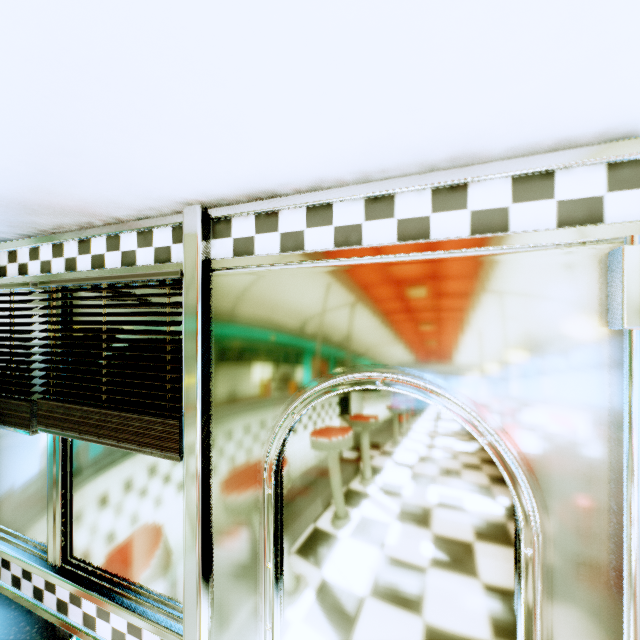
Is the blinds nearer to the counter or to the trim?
the trim

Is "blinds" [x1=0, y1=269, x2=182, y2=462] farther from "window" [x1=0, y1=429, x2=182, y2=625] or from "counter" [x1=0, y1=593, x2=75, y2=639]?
"counter" [x1=0, y1=593, x2=75, y2=639]

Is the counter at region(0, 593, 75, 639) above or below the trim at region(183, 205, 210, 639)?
below

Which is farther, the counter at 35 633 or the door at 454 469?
the counter at 35 633

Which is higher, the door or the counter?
the door

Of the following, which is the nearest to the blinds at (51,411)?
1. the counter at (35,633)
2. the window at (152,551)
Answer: the window at (152,551)

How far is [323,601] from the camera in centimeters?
89cm
